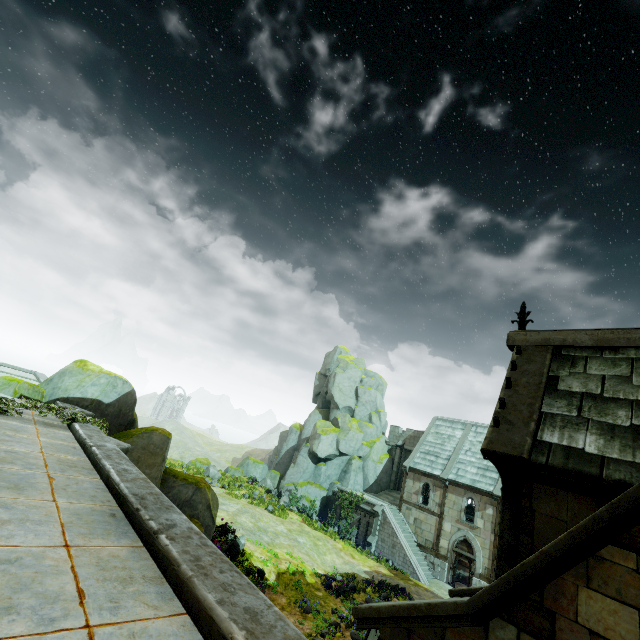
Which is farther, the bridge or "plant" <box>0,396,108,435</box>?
"plant" <box>0,396,108,435</box>

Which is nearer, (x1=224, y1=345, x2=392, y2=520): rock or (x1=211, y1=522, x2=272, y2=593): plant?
(x1=211, y1=522, x2=272, y2=593): plant

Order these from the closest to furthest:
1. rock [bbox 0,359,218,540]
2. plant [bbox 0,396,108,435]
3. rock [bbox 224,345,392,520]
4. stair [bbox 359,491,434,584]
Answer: plant [bbox 0,396,108,435]
rock [bbox 0,359,218,540]
stair [bbox 359,491,434,584]
rock [bbox 224,345,392,520]

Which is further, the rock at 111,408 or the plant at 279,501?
the plant at 279,501

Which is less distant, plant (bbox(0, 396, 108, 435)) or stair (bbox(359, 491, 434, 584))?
plant (bbox(0, 396, 108, 435))

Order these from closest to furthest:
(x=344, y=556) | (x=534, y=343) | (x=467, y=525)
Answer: (x=534, y=343) → (x=344, y=556) → (x=467, y=525)

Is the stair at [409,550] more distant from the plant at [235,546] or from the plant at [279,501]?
the plant at [235,546]

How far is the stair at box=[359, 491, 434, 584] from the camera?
25.1m
